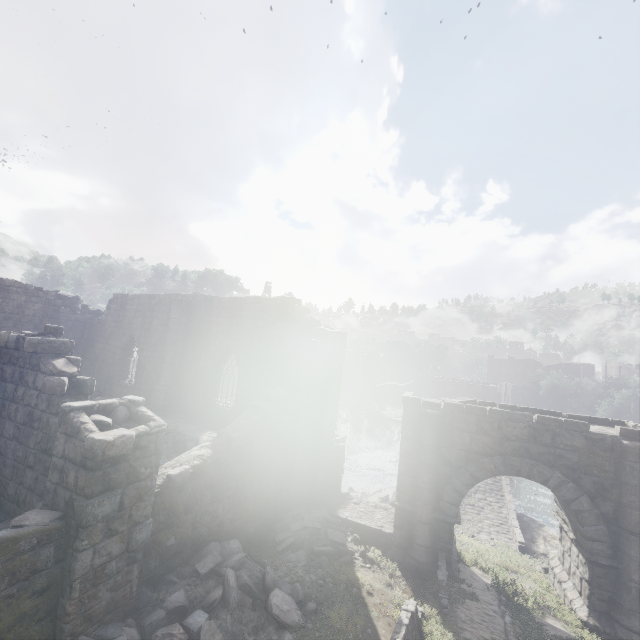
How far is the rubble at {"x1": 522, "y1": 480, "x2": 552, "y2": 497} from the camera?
27.81m

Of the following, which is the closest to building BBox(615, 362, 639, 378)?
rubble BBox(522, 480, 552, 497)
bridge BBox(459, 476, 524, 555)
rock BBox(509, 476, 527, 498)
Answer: bridge BBox(459, 476, 524, 555)

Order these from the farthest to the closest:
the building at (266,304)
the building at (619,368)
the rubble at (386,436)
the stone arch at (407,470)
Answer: the building at (619,368)
the rubble at (386,436)
the stone arch at (407,470)
the building at (266,304)

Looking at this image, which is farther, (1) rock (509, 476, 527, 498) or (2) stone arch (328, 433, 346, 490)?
(1) rock (509, 476, 527, 498)

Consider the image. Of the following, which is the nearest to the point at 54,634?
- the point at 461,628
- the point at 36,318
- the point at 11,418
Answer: the point at 11,418

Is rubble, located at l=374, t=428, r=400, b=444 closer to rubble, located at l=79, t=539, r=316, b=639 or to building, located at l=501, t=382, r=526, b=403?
building, located at l=501, t=382, r=526, b=403

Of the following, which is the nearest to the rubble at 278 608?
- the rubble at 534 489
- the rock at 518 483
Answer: the rock at 518 483

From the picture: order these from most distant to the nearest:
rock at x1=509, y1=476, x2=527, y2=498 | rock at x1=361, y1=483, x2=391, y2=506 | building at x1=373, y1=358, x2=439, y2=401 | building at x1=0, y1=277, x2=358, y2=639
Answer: building at x1=373, y1=358, x2=439, y2=401
rock at x1=509, y1=476, x2=527, y2=498
rock at x1=361, y1=483, x2=391, y2=506
building at x1=0, y1=277, x2=358, y2=639
